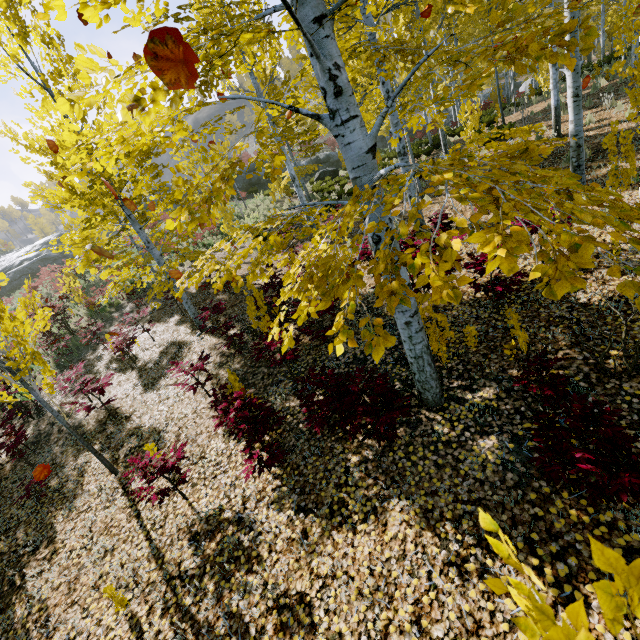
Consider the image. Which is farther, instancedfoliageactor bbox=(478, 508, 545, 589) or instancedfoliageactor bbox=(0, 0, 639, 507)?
instancedfoliageactor bbox=(0, 0, 639, 507)

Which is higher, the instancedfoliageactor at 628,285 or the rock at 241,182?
the rock at 241,182

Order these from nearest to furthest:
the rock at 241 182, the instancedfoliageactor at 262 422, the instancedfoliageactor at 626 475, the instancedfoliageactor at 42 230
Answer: the instancedfoliageactor at 626 475, the instancedfoliageactor at 262 422, the rock at 241 182, the instancedfoliageactor at 42 230

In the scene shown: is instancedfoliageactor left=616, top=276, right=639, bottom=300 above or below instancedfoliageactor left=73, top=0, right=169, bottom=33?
below

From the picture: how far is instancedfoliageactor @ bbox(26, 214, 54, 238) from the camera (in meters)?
52.48

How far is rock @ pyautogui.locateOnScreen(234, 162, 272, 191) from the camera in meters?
28.3 m

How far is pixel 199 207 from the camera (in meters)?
2.19
